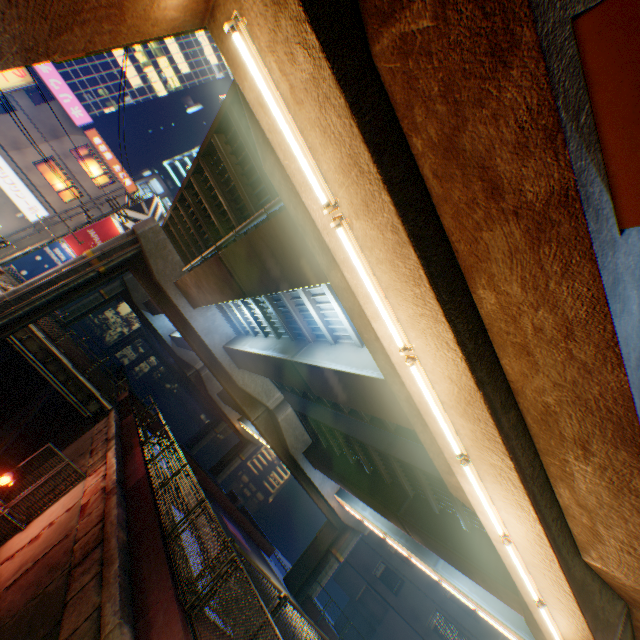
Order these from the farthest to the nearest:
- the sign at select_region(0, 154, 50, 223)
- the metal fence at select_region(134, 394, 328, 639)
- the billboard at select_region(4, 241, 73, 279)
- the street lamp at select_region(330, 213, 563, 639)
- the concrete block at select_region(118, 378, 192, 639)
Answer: the billboard at select_region(4, 241, 73, 279)
the sign at select_region(0, 154, 50, 223)
the concrete block at select_region(118, 378, 192, 639)
the metal fence at select_region(134, 394, 328, 639)
the street lamp at select_region(330, 213, 563, 639)

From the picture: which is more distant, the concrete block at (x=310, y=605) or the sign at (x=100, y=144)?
the sign at (x=100, y=144)

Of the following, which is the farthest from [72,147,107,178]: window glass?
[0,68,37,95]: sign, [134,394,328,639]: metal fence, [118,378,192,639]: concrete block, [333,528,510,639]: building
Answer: [333,528,510,639]: building

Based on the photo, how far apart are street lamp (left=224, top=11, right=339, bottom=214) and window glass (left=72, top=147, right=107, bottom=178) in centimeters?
3345cm

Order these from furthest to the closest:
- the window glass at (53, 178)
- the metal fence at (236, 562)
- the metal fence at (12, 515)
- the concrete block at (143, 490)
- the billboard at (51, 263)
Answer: the window glass at (53, 178) < the billboard at (51, 263) < the metal fence at (12, 515) < the concrete block at (143, 490) < the metal fence at (236, 562)

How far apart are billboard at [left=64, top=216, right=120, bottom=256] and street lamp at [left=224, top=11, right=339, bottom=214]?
32.5 meters

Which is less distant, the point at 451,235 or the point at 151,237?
the point at 451,235

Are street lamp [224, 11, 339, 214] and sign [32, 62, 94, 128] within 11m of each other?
no
